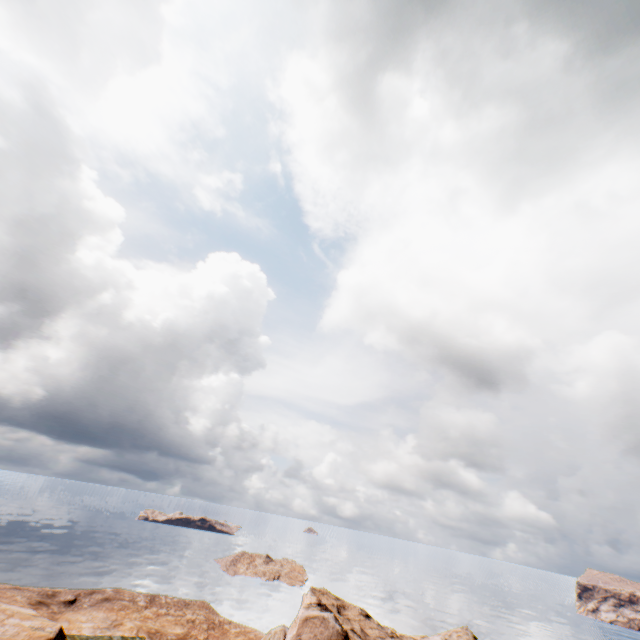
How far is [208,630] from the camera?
37.2 meters
